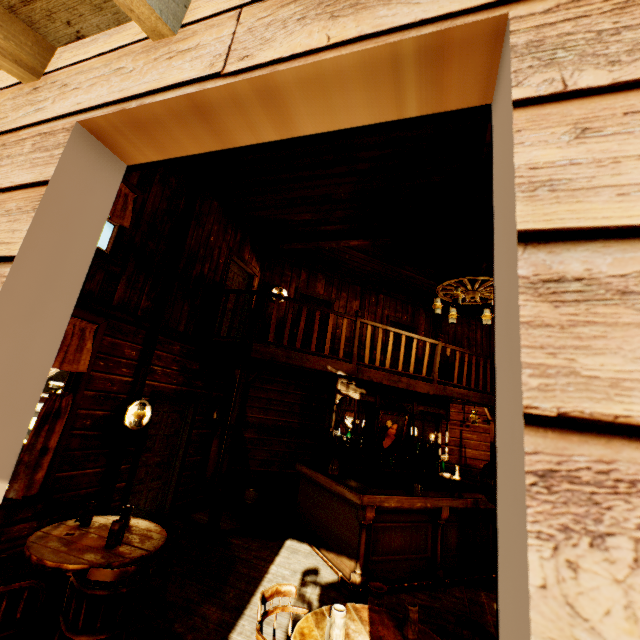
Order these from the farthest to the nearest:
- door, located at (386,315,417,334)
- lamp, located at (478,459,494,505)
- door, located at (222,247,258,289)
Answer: door, located at (386,315,417,334) < door, located at (222,247,258,289) < lamp, located at (478,459,494,505)

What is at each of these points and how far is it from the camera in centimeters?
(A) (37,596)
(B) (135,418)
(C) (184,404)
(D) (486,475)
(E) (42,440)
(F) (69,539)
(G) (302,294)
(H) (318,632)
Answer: (A) chair, 252cm
(B) lamp, 468cm
(C) door, 611cm
(D) lamp, 304cm
(E) curtain, 371cm
(F) table, 278cm
(G) door, 886cm
(H) table, 206cm

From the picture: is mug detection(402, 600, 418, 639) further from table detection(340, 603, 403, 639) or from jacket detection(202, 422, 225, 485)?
jacket detection(202, 422, 225, 485)

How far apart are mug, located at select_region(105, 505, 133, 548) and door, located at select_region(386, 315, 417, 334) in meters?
7.4

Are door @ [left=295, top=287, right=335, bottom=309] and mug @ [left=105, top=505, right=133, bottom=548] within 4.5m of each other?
no

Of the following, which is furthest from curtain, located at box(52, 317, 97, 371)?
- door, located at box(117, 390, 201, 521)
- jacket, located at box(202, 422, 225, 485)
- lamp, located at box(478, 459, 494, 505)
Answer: lamp, located at box(478, 459, 494, 505)

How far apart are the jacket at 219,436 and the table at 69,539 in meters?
2.9 m

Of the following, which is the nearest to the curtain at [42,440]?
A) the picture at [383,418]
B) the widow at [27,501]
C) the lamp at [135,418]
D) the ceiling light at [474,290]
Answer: the widow at [27,501]
